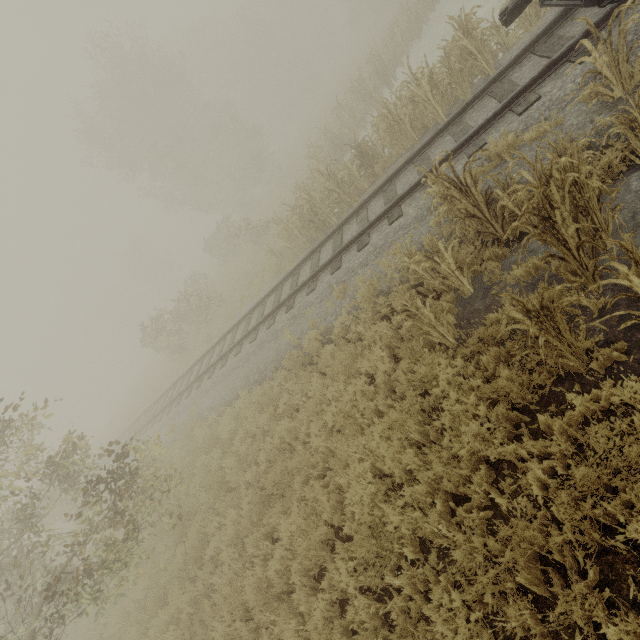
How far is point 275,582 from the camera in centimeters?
497cm

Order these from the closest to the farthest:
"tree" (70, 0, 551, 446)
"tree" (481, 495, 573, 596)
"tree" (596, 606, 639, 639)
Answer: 1. "tree" (596, 606, 639, 639)
2. "tree" (481, 495, 573, 596)
3. "tree" (70, 0, 551, 446)

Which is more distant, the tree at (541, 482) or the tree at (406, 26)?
the tree at (406, 26)

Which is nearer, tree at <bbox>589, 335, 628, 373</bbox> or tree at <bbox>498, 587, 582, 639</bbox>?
tree at <bbox>498, 587, 582, 639</bbox>
